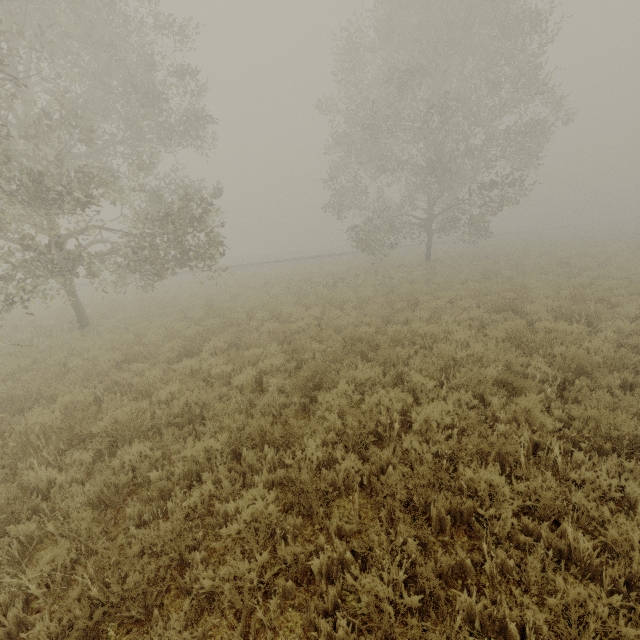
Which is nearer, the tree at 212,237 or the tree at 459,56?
the tree at 212,237

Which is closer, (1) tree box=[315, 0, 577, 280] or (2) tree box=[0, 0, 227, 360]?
(2) tree box=[0, 0, 227, 360]

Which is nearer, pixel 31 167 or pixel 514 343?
pixel 514 343
